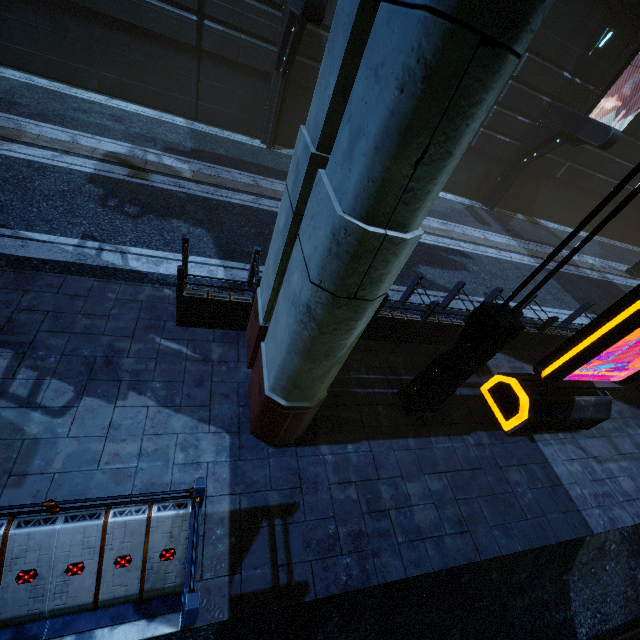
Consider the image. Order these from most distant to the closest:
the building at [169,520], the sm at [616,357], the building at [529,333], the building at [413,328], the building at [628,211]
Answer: the building at [628,211] → the sm at [616,357] → the building at [529,333] → the building at [413,328] → the building at [169,520]

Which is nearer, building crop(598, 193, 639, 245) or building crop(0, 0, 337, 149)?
building crop(0, 0, 337, 149)

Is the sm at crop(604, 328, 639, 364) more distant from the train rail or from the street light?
the street light

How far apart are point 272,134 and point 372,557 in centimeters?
1363cm

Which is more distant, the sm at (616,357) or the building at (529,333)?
the sm at (616,357)

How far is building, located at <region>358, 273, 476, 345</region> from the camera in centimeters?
658cm

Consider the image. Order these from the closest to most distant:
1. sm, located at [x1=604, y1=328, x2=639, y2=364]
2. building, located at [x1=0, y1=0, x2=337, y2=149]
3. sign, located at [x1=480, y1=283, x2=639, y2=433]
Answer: sign, located at [x1=480, y1=283, x2=639, y2=433] < sm, located at [x1=604, y1=328, x2=639, y2=364] < building, located at [x1=0, y1=0, x2=337, y2=149]
